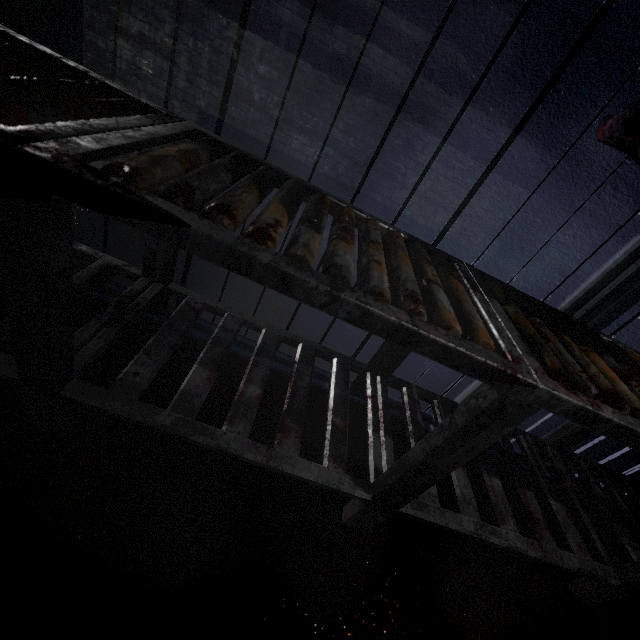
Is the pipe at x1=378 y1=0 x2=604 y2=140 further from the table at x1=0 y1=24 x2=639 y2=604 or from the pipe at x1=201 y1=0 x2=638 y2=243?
the table at x1=0 y1=24 x2=639 y2=604

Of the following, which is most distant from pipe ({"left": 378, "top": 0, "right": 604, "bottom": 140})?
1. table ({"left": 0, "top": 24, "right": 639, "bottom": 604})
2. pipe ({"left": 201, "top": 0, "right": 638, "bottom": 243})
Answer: table ({"left": 0, "top": 24, "right": 639, "bottom": 604})

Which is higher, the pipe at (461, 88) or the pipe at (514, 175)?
the pipe at (461, 88)

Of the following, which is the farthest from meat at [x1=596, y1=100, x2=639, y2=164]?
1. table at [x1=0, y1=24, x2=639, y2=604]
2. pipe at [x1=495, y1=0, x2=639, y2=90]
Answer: pipe at [x1=495, y1=0, x2=639, y2=90]

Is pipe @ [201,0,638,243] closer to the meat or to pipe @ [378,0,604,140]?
pipe @ [378,0,604,140]

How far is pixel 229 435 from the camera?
0.9m

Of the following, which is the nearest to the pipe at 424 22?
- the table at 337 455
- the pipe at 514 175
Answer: the pipe at 514 175
